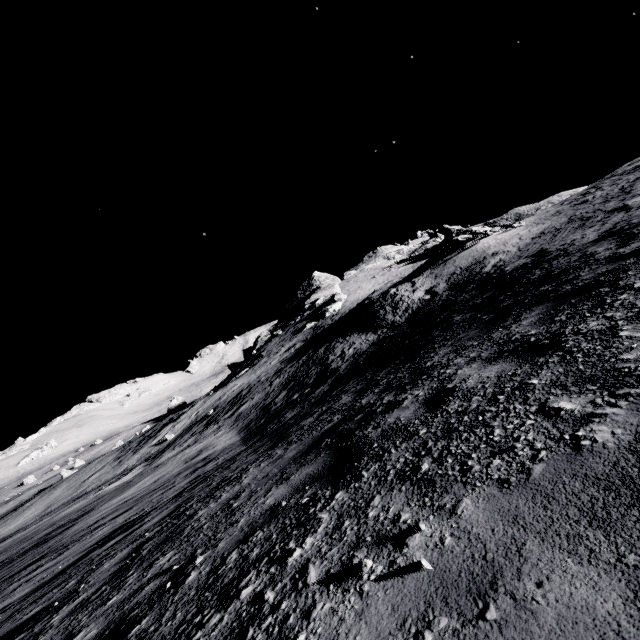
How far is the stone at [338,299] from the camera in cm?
4709

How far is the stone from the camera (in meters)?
47.09

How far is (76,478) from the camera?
32.4m
